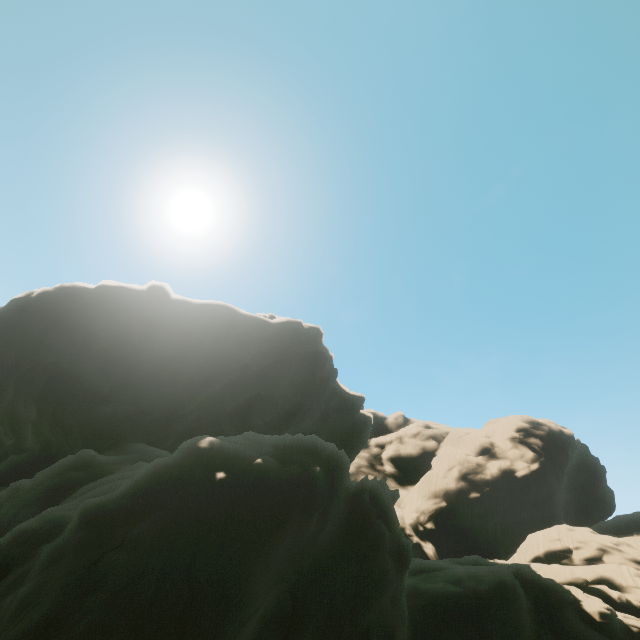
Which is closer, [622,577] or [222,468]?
[222,468]
